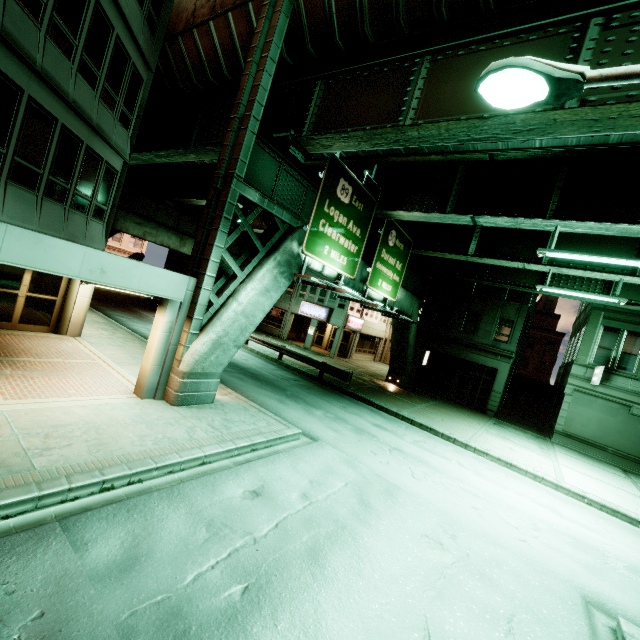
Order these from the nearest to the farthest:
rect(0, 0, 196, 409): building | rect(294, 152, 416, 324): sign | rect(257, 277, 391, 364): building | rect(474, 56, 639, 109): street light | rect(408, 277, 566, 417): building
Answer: rect(474, 56, 639, 109): street light → rect(0, 0, 196, 409): building → rect(294, 152, 416, 324): sign → rect(408, 277, 566, 417): building → rect(257, 277, 391, 364): building

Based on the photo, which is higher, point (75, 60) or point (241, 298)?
point (75, 60)

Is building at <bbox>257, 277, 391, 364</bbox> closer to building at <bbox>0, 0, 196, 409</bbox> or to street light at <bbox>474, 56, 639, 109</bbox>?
building at <bbox>0, 0, 196, 409</bbox>

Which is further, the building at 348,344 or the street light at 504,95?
the building at 348,344

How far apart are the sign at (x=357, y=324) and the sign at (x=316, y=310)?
1.7m

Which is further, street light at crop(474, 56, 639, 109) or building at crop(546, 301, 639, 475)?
building at crop(546, 301, 639, 475)

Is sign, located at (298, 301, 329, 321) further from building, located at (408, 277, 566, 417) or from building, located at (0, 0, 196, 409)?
building, located at (0, 0, 196, 409)

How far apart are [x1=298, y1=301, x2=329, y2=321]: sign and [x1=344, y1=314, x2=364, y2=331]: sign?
1.7 meters
